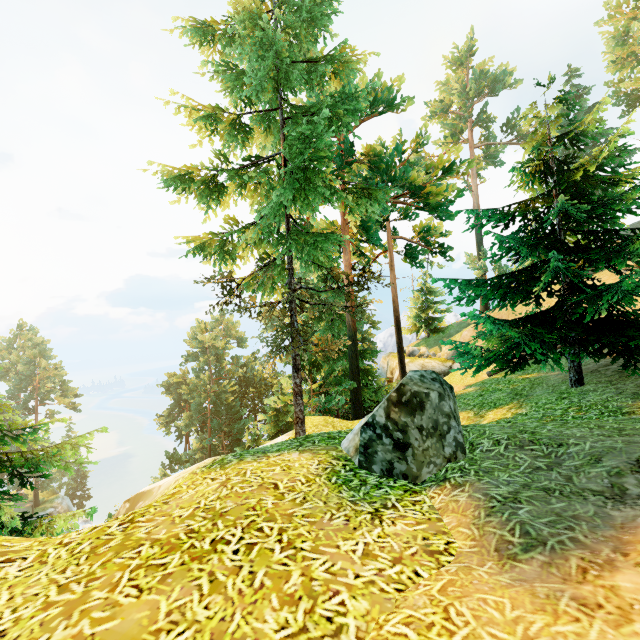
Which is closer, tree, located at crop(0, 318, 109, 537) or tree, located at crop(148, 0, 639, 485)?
tree, located at crop(0, 318, 109, 537)

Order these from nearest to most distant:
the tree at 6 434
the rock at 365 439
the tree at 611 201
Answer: the rock at 365 439 → the tree at 6 434 → the tree at 611 201

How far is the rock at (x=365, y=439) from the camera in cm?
420

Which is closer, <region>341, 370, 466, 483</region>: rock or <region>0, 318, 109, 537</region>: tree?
<region>341, 370, 466, 483</region>: rock

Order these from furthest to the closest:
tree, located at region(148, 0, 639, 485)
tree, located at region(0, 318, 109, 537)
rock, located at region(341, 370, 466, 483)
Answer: tree, located at region(148, 0, 639, 485) → tree, located at region(0, 318, 109, 537) → rock, located at region(341, 370, 466, 483)

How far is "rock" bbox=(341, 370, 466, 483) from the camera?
4.20m

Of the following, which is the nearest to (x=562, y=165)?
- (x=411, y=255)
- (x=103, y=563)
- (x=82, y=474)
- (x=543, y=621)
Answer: (x=411, y=255)
